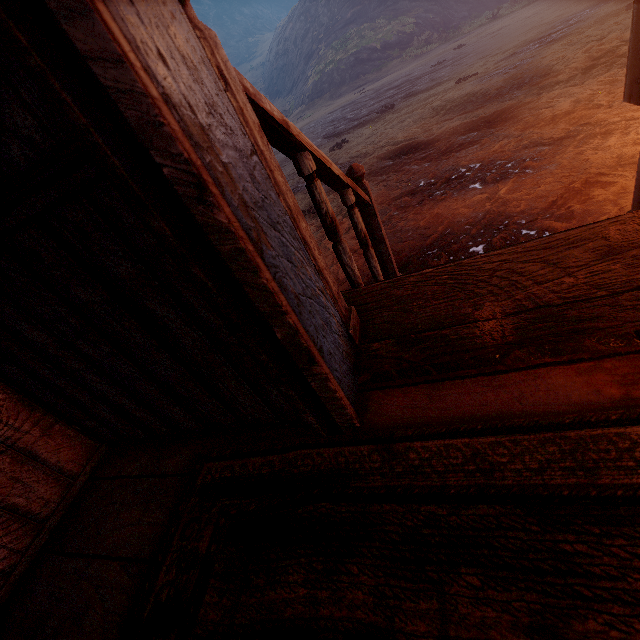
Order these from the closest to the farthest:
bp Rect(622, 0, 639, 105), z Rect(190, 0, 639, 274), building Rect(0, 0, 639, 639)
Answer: building Rect(0, 0, 639, 639)
bp Rect(622, 0, 639, 105)
z Rect(190, 0, 639, 274)

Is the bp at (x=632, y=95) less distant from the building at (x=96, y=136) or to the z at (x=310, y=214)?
the building at (x=96, y=136)

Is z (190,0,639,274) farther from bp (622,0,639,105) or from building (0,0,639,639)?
bp (622,0,639,105)

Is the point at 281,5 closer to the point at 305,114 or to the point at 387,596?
the point at 305,114

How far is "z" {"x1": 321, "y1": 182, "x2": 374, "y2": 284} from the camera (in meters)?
3.36
